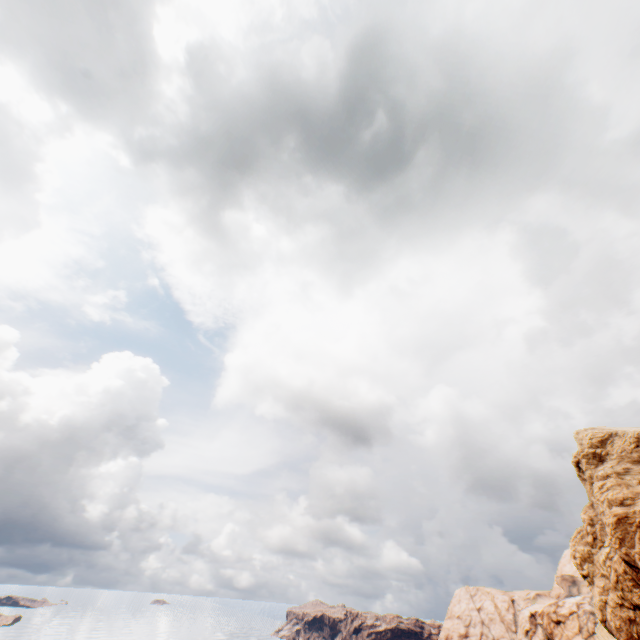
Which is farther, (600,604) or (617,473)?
(617,473)
